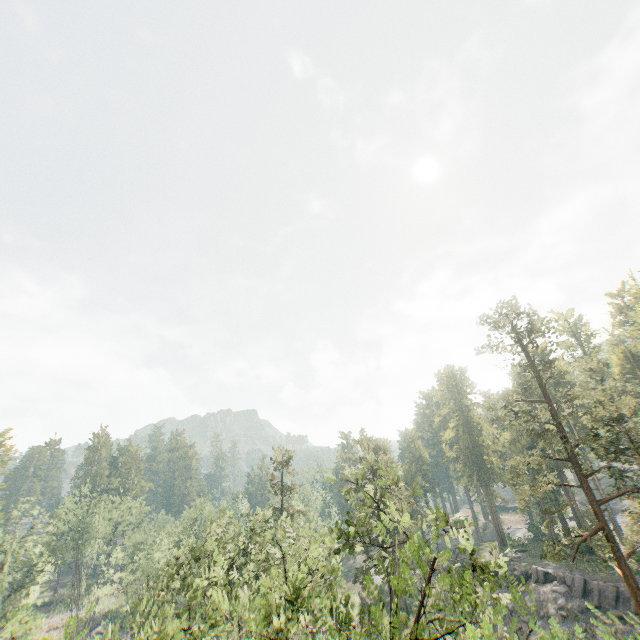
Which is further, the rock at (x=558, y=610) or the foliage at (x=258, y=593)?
the rock at (x=558, y=610)

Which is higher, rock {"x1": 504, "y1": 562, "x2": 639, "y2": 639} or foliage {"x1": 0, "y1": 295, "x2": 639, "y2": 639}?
foliage {"x1": 0, "y1": 295, "x2": 639, "y2": 639}

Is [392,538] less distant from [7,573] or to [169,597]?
[169,597]

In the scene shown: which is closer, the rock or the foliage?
the foliage

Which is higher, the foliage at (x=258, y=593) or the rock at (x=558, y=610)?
the foliage at (x=258, y=593)
